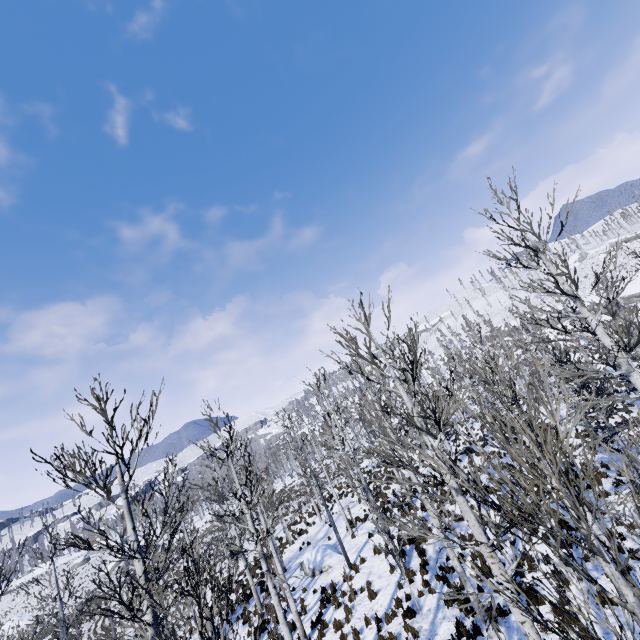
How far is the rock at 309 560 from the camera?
17.67m

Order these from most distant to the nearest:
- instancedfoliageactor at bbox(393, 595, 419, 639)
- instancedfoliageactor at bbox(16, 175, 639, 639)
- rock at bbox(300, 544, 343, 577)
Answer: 1. rock at bbox(300, 544, 343, 577)
2. instancedfoliageactor at bbox(393, 595, 419, 639)
3. instancedfoliageactor at bbox(16, 175, 639, 639)

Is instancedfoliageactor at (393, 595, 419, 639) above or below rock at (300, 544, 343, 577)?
below

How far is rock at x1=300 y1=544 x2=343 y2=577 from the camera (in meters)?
17.67

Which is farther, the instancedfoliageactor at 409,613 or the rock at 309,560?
the rock at 309,560

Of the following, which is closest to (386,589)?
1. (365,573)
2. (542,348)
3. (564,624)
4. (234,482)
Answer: (365,573)

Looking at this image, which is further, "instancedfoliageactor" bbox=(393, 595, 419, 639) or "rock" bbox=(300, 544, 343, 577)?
"rock" bbox=(300, 544, 343, 577)
